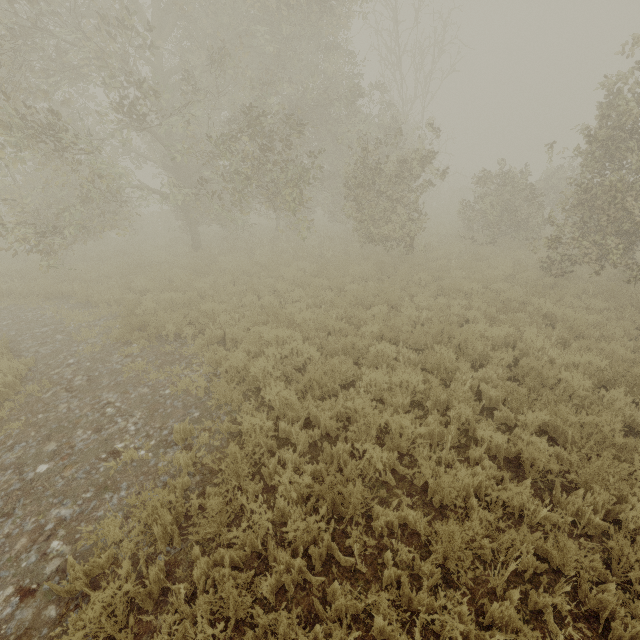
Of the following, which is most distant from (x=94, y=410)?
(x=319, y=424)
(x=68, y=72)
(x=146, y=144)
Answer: (x=146, y=144)
